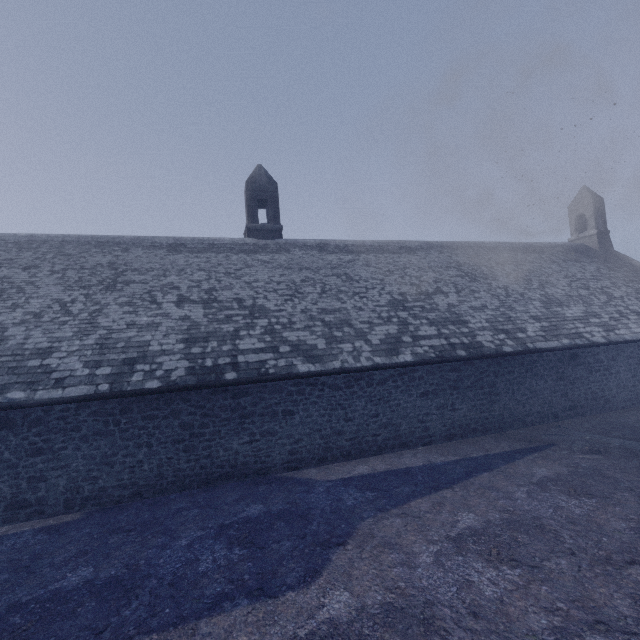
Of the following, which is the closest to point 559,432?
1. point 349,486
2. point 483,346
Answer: point 483,346
